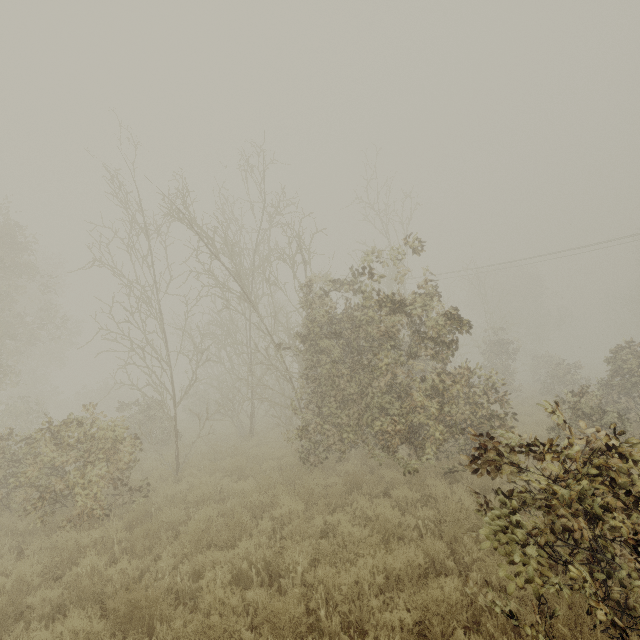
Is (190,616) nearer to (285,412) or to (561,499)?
(561,499)
